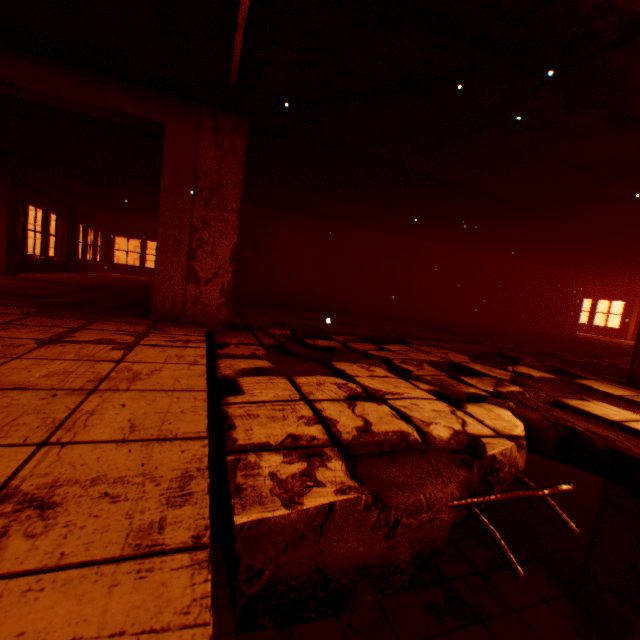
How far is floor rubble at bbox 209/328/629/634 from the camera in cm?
109

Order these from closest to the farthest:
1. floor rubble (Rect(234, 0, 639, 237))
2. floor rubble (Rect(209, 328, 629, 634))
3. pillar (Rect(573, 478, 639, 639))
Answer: floor rubble (Rect(209, 328, 629, 634))
floor rubble (Rect(234, 0, 639, 237))
pillar (Rect(573, 478, 639, 639))

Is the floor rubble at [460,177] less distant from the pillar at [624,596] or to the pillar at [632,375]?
the pillar at [632,375]

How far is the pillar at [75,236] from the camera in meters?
11.7

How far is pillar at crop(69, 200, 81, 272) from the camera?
11.7 meters

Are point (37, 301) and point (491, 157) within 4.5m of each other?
no

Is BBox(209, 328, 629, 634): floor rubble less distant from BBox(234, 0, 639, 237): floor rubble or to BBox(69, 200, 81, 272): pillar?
BBox(234, 0, 639, 237): floor rubble

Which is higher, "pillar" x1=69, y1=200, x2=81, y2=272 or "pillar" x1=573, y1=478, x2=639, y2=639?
"pillar" x1=69, y1=200, x2=81, y2=272
